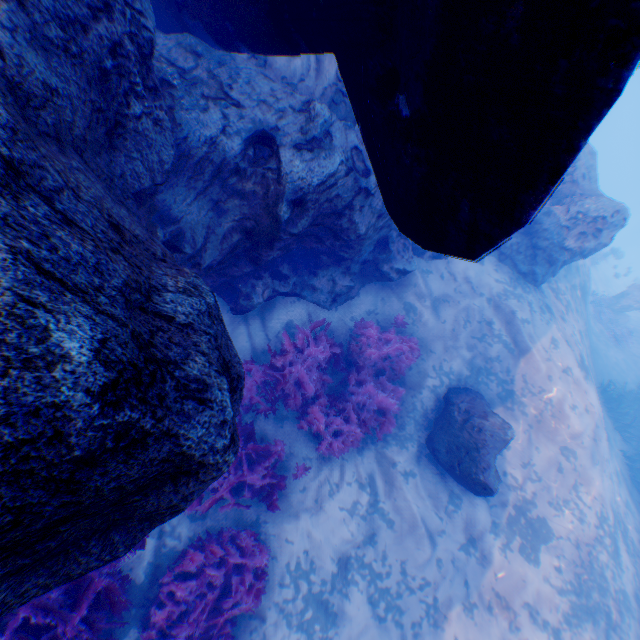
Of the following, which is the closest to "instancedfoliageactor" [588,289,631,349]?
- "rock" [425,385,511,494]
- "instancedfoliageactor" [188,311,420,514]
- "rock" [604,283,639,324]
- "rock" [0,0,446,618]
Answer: "rock" [604,283,639,324]

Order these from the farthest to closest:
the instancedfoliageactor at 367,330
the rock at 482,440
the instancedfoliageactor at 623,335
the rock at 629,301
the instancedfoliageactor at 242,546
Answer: the rock at 629,301
the instancedfoliageactor at 623,335
the rock at 482,440
the instancedfoliageactor at 367,330
the instancedfoliageactor at 242,546

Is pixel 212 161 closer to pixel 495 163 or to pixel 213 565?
pixel 495 163

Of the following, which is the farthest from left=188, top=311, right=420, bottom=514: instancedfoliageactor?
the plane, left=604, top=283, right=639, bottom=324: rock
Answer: left=604, top=283, right=639, bottom=324: rock

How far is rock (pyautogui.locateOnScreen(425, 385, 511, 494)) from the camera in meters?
6.1

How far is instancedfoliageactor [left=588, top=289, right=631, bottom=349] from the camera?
16.9m

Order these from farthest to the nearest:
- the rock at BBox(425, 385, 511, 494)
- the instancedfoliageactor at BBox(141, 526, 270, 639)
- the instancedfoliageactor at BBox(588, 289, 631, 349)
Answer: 1. the instancedfoliageactor at BBox(588, 289, 631, 349)
2. the rock at BBox(425, 385, 511, 494)
3. the instancedfoliageactor at BBox(141, 526, 270, 639)

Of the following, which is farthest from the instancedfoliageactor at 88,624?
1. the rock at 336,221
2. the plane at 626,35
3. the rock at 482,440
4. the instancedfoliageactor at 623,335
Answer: the instancedfoliageactor at 623,335
